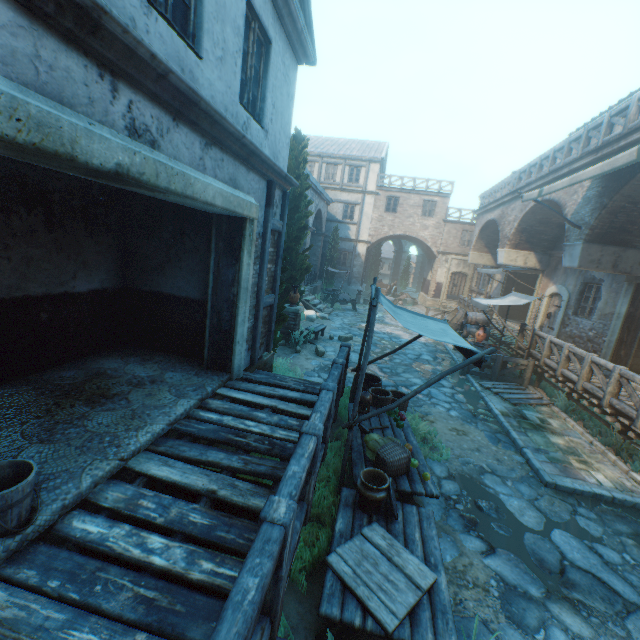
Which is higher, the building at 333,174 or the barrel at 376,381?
the building at 333,174

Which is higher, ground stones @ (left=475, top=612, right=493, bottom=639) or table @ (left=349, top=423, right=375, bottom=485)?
table @ (left=349, top=423, right=375, bottom=485)

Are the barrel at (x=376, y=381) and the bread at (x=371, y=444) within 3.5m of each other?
yes

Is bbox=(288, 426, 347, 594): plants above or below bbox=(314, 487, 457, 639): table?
below

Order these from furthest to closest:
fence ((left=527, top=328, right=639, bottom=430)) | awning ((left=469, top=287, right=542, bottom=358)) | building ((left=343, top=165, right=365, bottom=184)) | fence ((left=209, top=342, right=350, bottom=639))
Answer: building ((left=343, top=165, right=365, bottom=184)), awning ((left=469, top=287, right=542, bottom=358)), fence ((left=527, top=328, right=639, bottom=430)), fence ((left=209, top=342, right=350, bottom=639))

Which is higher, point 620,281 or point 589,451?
point 620,281

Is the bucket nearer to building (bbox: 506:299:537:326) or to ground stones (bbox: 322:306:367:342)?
building (bbox: 506:299:537:326)

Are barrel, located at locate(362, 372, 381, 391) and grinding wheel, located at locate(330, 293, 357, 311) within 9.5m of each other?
no
